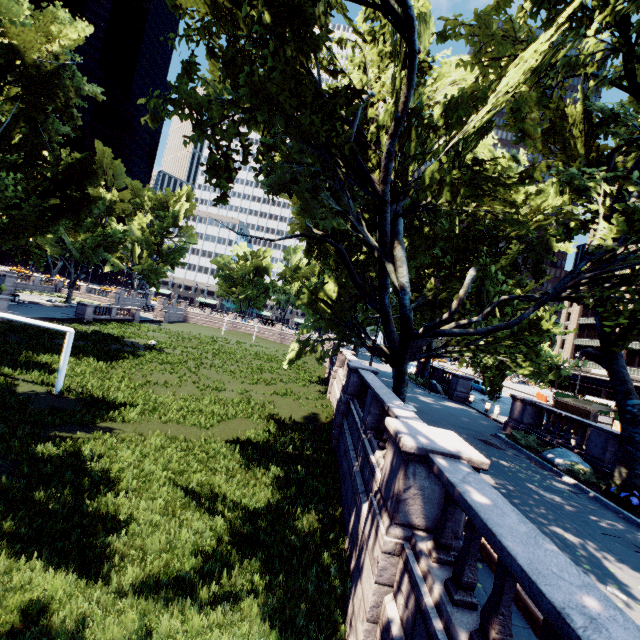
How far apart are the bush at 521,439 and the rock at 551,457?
0.08m

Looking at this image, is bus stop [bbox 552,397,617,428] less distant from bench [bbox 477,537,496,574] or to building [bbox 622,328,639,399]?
bench [bbox 477,537,496,574]

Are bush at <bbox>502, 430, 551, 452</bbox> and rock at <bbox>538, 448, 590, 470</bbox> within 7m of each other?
yes

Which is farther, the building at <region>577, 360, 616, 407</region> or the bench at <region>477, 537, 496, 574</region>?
the building at <region>577, 360, 616, 407</region>

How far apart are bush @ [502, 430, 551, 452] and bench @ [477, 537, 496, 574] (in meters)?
10.84

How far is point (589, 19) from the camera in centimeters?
1125cm

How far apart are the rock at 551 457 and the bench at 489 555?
9.51m

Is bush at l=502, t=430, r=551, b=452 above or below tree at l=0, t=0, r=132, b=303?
below
